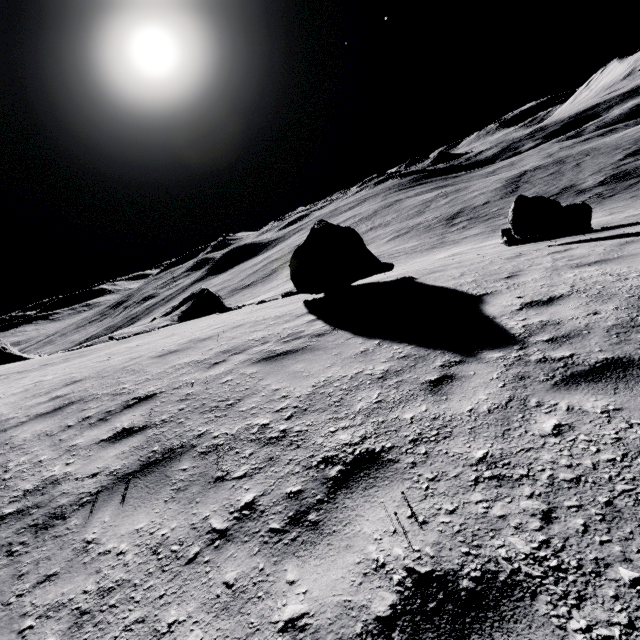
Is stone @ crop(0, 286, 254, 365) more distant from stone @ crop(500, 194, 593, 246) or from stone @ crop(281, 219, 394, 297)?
stone @ crop(500, 194, 593, 246)

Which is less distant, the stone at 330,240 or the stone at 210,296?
the stone at 330,240

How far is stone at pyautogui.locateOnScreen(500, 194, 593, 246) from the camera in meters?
9.4

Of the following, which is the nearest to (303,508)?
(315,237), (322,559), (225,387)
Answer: (322,559)

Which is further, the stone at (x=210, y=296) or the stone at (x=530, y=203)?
the stone at (x=210, y=296)

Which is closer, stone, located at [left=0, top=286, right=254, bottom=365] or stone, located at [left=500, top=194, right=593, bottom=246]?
stone, located at [left=500, top=194, right=593, bottom=246]

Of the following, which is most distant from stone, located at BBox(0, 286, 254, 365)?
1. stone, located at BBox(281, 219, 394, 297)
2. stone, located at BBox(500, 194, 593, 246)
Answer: stone, located at BBox(500, 194, 593, 246)
